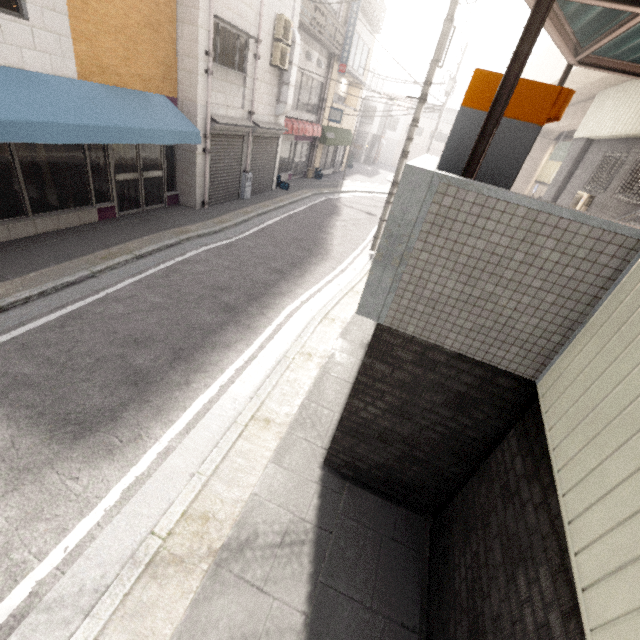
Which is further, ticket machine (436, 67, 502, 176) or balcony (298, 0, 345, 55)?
balcony (298, 0, 345, 55)

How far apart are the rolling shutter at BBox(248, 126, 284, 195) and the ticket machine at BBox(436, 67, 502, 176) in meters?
10.6 m

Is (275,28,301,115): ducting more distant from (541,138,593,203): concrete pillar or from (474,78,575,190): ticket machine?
(541,138,593,203): concrete pillar

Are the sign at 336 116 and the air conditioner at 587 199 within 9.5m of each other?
no

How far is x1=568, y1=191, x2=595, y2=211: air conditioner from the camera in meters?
11.8

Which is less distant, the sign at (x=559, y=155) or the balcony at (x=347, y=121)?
the sign at (x=559, y=155)

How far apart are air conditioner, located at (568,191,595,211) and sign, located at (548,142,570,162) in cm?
826

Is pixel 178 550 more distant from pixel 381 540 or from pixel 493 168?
pixel 493 168
